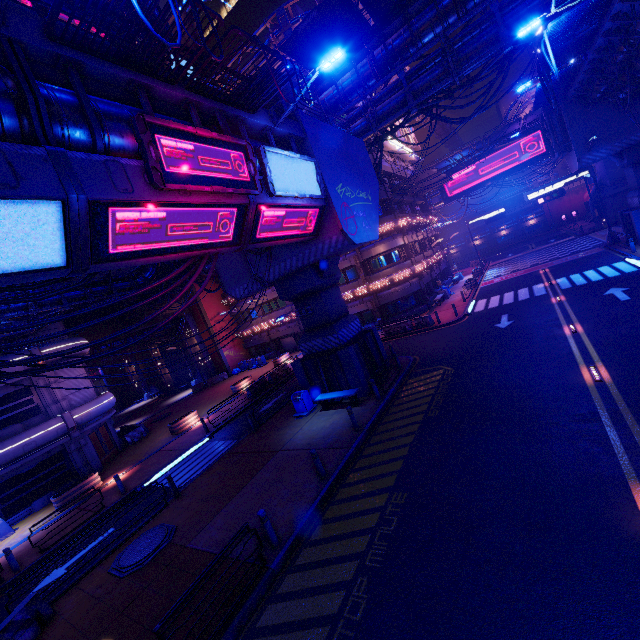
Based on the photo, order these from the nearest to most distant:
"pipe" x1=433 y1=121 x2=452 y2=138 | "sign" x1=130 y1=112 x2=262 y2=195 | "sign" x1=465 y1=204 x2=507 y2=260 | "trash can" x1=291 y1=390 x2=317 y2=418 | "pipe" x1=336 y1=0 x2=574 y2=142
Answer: "sign" x1=130 y1=112 x2=262 y2=195
"pipe" x1=336 y1=0 x2=574 y2=142
"trash can" x1=291 y1=390 x2=317 y2=418
"sign" x1=465 y1=204 x2=507 y2=260
"pipe" x1=433 y1=121 x2=452 y2=138

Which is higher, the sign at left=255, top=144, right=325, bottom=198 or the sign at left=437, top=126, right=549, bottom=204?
the sign at left=437, top=126, right=549, bottom=204

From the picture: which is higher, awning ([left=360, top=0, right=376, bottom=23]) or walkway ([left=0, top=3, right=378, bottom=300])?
awning ([left=360, top=0, right=376, bottom=23])

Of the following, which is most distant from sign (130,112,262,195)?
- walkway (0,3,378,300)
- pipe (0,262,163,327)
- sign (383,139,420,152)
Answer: sign (383,139,420,152)

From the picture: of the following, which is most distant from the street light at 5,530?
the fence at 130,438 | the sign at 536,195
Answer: the sign at 536,195

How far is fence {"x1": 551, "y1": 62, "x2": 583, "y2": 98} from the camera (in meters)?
18.55

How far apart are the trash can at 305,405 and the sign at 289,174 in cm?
988

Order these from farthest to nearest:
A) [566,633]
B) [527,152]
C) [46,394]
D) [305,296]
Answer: [527,152]
[46,394]
[305,296]
[566,633]
